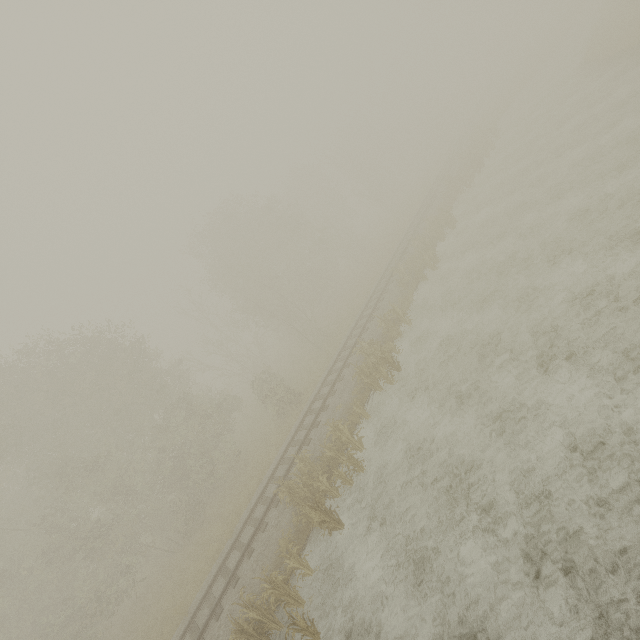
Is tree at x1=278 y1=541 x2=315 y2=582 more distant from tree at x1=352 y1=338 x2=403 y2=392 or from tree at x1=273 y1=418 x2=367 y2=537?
tree at x1=352 y1=338 x2=403 y2=392

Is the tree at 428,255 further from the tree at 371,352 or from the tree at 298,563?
the tree at 298,563

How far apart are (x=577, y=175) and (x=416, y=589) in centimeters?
1814cm

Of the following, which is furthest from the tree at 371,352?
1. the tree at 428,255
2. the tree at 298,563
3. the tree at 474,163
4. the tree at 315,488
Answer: the tree at 474,163

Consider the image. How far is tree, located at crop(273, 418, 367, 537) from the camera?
10.7m

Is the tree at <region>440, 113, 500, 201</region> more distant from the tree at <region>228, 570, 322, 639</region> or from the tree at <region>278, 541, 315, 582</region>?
the tree at <region>278, 541, 315, 582</region>

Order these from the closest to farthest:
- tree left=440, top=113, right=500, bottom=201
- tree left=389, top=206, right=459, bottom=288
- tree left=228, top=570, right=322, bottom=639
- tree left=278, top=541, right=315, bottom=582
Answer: tree left=228, top=570, right=322, bottom=639 < tree left=278, top=541, right=315, bottom=582 < tree left=389, top=206, right=459, bottom=288 < tree left=440, top=113, right=500, bottom=201

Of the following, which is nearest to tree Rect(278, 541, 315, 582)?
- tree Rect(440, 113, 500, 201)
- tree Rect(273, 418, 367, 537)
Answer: tree Rect(273, 418, 367, 537)
